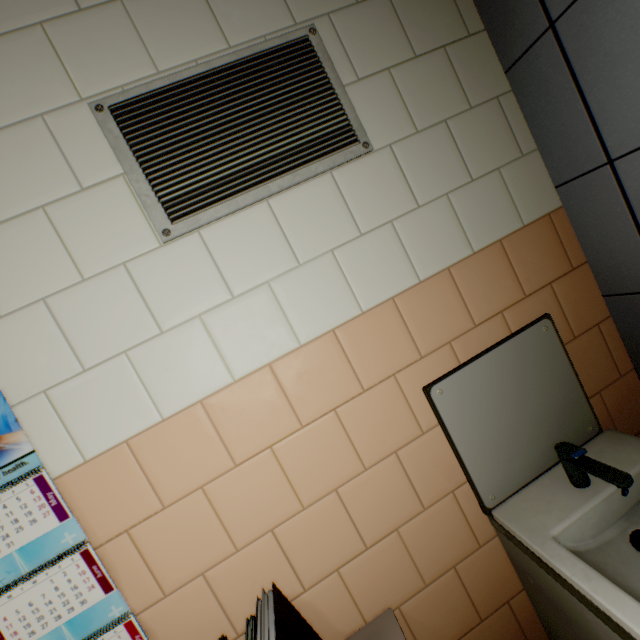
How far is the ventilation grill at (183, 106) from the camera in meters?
1.0 m

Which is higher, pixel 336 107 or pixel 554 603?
pixel 336 107

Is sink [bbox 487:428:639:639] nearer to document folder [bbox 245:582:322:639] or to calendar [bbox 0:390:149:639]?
document folder [bbox 245:582:322:639]

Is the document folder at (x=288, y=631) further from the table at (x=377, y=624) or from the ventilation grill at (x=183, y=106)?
the ventilation grill at (x=183, y=106)

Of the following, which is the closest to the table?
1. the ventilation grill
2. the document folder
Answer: the document folder

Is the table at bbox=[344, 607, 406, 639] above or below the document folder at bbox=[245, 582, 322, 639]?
below
